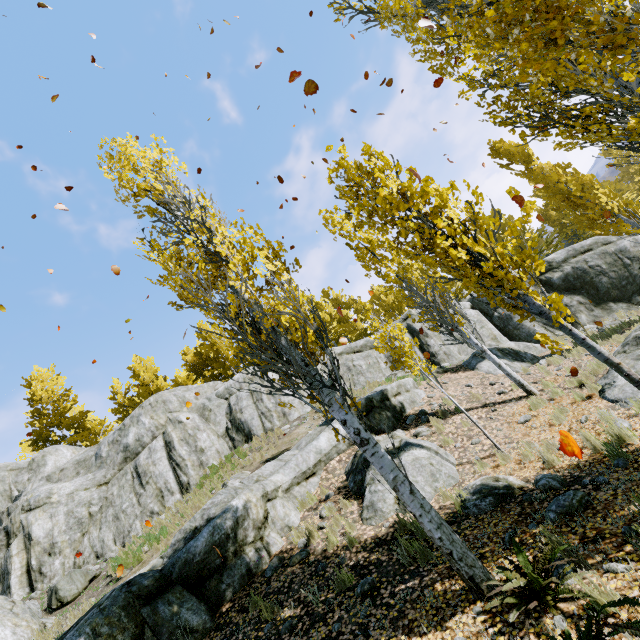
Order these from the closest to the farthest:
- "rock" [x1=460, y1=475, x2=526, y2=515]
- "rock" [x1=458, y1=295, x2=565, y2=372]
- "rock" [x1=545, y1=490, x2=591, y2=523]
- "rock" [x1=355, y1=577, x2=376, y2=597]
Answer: "rock" [x1=545, y1=490, x2=591, y2=523], "rock" [x1=355, y1=577, x2=376, y2=597], "rock" [x1=460, y1=475, x2=526, y2=515], "rock" [x1=458, y1=295, x2=565, y2=372]

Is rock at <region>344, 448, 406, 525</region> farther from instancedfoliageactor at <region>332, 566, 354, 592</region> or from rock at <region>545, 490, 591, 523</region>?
rock at <region>545, 490, 591, 523</region>

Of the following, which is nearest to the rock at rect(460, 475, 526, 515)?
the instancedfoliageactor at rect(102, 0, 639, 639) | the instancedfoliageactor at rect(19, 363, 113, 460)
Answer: the instancedfoliageactor at rect(102, 0, 639, 639)

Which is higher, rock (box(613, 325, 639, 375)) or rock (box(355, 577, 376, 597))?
rock (box(355, 577, 376, 597))

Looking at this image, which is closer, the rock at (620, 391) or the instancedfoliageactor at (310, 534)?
the rock at (620, 391)

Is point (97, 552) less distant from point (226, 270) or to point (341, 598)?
point (341, 598)

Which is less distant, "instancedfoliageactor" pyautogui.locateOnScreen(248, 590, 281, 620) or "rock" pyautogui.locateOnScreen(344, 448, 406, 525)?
"instancedfoliageactor" pyautogui.locateOnScreen(248, 590, 281, 620)

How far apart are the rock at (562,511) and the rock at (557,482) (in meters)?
0.27
